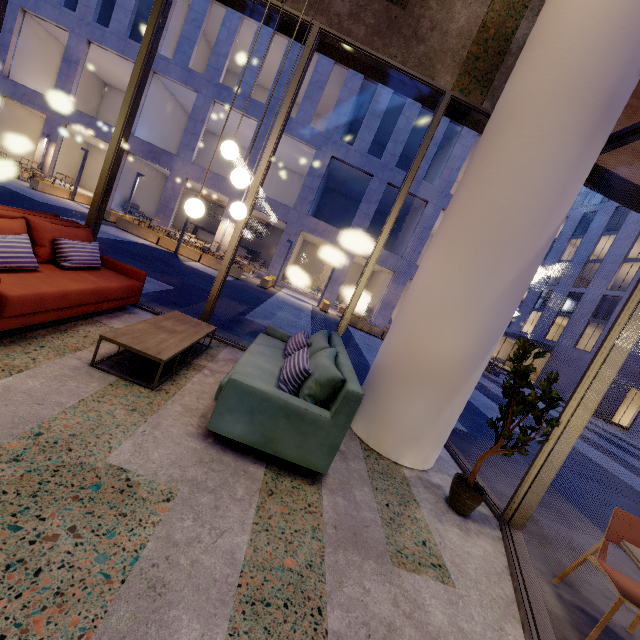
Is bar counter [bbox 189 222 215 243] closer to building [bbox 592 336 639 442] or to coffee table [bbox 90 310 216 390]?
coffee table [bbox 90 310 216 390]

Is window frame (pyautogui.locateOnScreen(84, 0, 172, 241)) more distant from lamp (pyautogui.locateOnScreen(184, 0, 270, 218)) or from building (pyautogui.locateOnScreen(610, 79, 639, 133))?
lamp (pyautogui.locateOnScreen(184, 0, 270, 218))

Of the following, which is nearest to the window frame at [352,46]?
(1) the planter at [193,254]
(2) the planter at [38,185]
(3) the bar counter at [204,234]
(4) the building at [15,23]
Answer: (1) the planter at [193,254]

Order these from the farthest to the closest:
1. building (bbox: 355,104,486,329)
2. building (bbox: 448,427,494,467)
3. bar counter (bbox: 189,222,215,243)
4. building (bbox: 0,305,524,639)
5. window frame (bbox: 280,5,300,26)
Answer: bar counter (bbox: 189,222,215,243) → building (bbox: 355,104,486,329) → building (bbox: 448,427,494,467) → window frame (bbox: 280,5,300,26) → building (bbox: 0,305,524,639)

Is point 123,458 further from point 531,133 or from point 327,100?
point 327,100

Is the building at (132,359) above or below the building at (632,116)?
below

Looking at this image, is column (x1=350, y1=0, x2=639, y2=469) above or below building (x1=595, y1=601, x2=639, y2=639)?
above

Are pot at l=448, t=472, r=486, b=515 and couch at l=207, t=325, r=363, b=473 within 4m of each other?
yes
